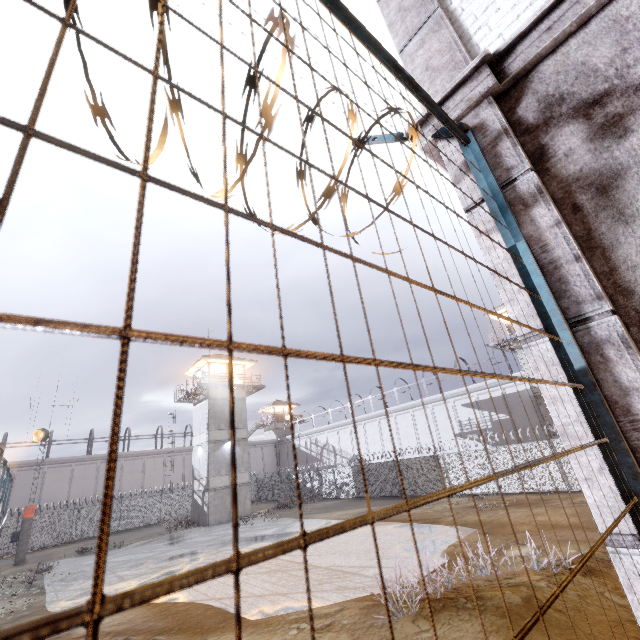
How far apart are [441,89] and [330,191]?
1.7 meters

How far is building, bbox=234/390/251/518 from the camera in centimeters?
2945cm

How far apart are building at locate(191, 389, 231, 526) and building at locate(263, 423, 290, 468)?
23.62m

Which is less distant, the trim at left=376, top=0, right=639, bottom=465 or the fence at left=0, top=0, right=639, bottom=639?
the fence at left=0, top=0, right=639, bottom=639

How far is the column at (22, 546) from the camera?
22.9 meters

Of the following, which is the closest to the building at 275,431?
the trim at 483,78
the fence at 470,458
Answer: the fence at 470,458

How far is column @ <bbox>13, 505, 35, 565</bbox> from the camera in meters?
22.9 m

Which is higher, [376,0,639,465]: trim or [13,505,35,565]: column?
[376,0,639,465]: trim
